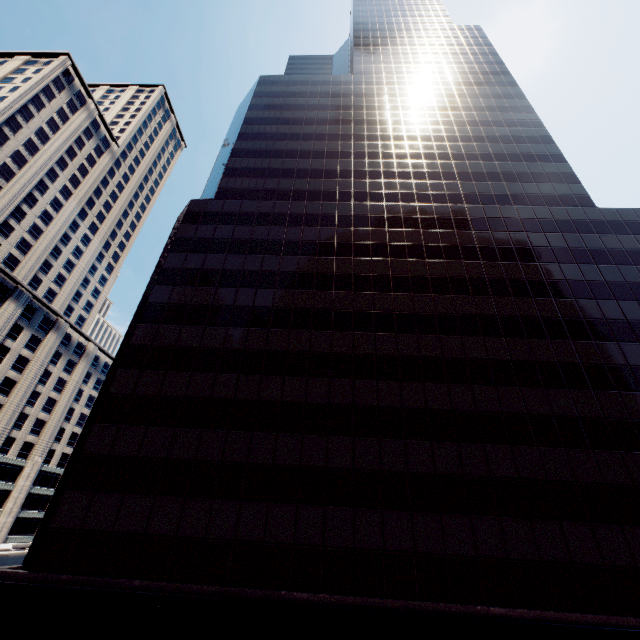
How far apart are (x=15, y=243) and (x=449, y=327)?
77.2m
